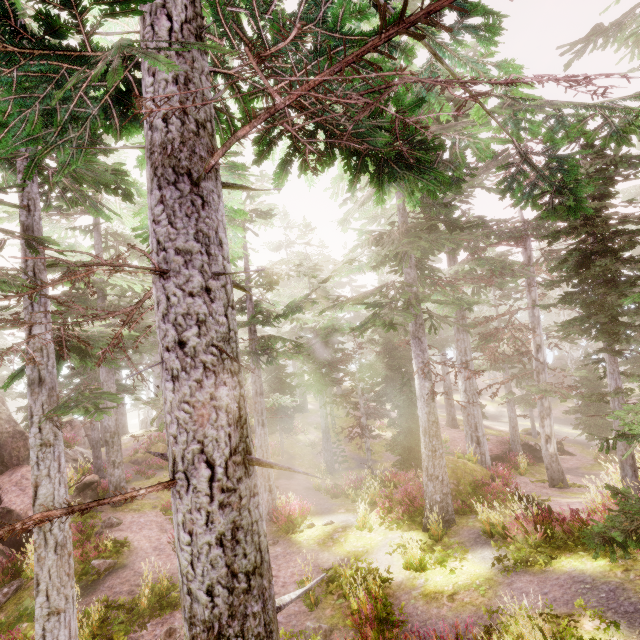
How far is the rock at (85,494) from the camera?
16.2m

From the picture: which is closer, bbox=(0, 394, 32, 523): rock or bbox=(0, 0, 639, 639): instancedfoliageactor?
bbox=(0, 0, 639, 639): instancedfoliageactor

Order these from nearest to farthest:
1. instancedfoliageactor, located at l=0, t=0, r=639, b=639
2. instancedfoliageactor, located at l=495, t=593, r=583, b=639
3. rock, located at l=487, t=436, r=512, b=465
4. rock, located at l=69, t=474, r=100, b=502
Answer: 1. instancedfoliageactor, located at l=0, t=0, r=639, b=639
2. instancedfoliageactor, located at l=495, t=593, r=583, b=639
3. rock, located at l=69, t=474, r=100, b=502
4. rock, located at l=487, t=436, r=512, b=465

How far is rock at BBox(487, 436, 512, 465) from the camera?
22.95m

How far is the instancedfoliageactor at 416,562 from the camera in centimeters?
946cm

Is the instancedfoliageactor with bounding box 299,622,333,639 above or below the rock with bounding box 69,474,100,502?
below

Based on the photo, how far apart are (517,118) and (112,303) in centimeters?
1978cm
